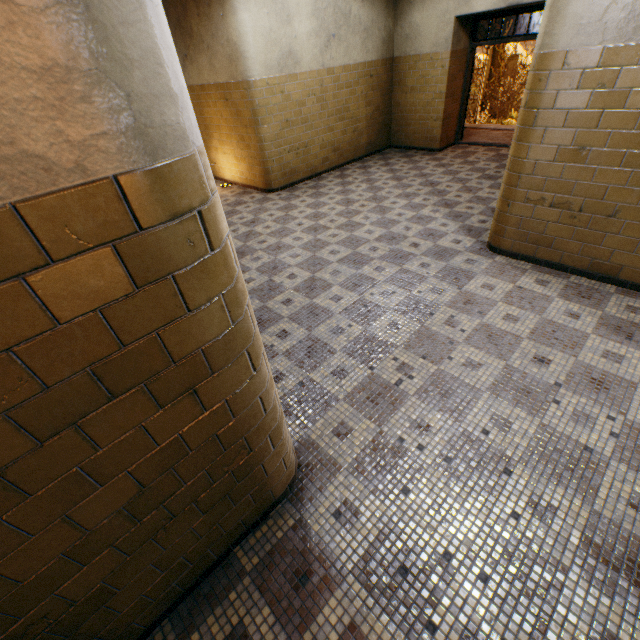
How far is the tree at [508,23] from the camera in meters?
15.4

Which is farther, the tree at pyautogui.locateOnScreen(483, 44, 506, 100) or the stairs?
the tree at pyautogui.locateOnScreen(483, 44, 506, 100)

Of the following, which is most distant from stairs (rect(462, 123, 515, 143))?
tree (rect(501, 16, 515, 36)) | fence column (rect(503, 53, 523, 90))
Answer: fence column (rect(503, 53, 523, 90))

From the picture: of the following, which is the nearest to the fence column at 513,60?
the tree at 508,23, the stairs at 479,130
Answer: the tree at 508,23

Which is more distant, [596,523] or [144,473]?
[596,523]

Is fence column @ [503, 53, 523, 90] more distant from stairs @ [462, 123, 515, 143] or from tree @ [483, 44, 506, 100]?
stairs @ [462, 123, 515, 143]

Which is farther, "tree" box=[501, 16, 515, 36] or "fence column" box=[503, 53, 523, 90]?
"fence column" box=[503, 53, 523, 90]
